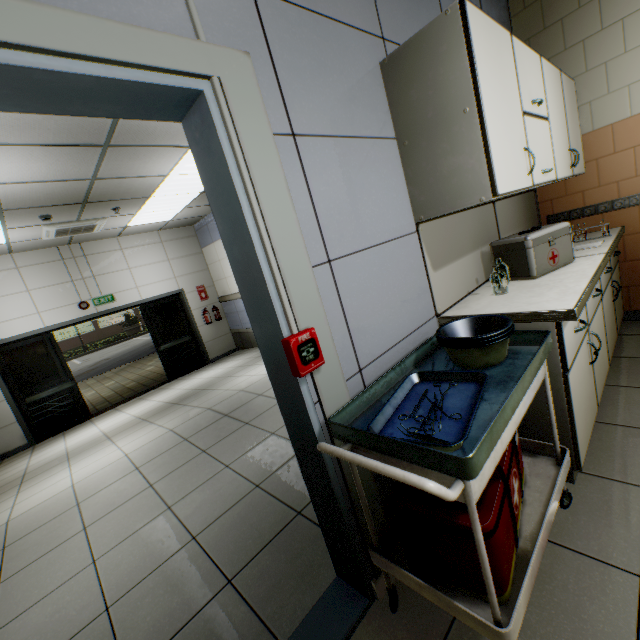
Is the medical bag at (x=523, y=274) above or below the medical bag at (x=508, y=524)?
above

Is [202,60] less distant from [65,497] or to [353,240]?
[353,240]

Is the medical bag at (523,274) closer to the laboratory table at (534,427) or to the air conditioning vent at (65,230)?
the laboratory table at (534,427)

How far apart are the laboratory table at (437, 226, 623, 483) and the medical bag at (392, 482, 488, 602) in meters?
0.3 m

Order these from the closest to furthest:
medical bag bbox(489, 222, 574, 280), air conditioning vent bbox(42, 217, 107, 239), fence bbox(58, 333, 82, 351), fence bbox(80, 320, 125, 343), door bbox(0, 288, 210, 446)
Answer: medical bag bbox(489, 222, 574, 280) < air conditioning vent bbox(42, 217, 107, 239) < door bbox(0, 288, 210, 446) < fence bbox(58, 333, 82, 351) < fence bbox(80, 320, 125, 343)

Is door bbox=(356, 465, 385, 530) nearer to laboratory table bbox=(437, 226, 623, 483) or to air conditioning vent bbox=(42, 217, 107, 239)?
laboratory table bbox=(437, 226, 623, 483)

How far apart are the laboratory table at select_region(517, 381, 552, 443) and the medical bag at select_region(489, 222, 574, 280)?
0.17m
